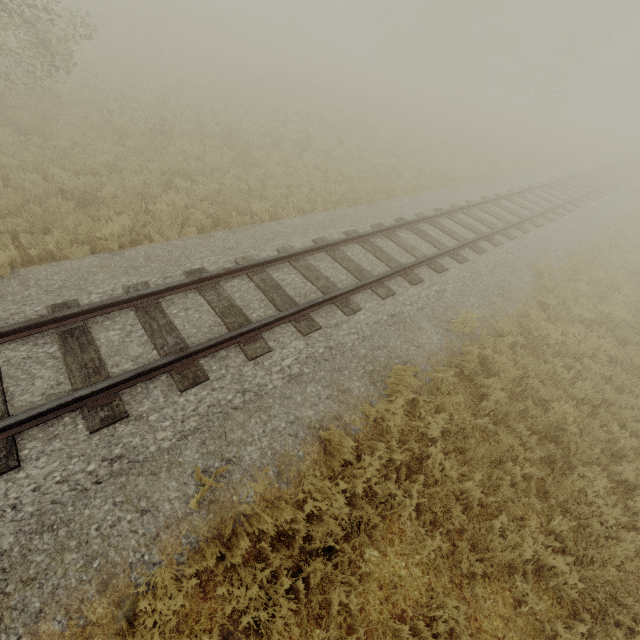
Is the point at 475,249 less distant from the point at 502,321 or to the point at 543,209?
the point at 502,321
